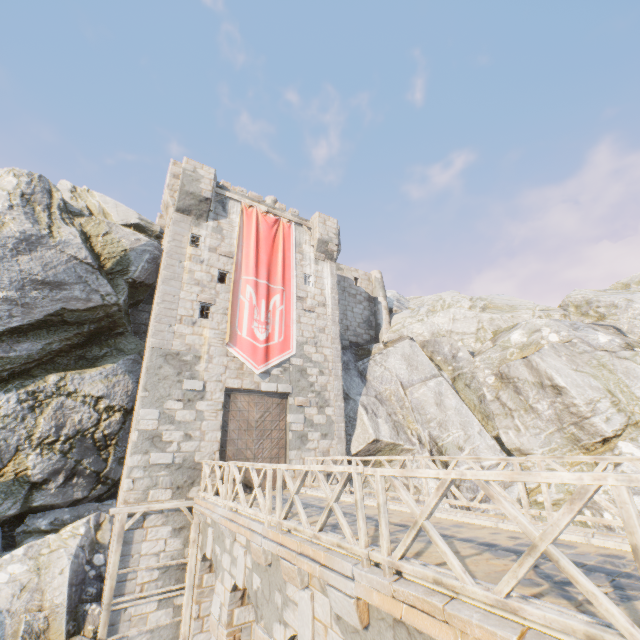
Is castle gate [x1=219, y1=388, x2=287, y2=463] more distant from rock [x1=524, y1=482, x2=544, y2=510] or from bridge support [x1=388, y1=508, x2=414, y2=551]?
bridge support [x1=388, y1=508, x2=414, y2=551]

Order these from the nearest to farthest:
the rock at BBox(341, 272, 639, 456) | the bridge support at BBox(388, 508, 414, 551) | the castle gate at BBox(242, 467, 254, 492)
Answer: the bridge support at BBox(388, 508, 414, 551), the castle gate at BBox(242, 467, 254, 492), the rock at BBox(341, 272, 639, 456)

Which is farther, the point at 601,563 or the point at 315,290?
the point at 315,290

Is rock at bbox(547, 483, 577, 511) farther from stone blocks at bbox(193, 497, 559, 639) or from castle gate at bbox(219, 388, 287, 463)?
castle gate at bbox(219, 388, 287, 463)

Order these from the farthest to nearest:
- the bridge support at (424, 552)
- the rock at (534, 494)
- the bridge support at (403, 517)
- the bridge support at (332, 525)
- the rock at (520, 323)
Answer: the rock at (520, 323) → the rock at (534, 494) → the bridge support at (332, 525) → the bridge support at (403, 517) → the bridge support at (424, 552)

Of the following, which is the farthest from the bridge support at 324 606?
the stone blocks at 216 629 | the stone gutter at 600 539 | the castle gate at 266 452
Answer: the castle gate at 266 452

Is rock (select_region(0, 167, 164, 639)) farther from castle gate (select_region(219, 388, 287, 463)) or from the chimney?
castle gate (select_region(219, 388, 287, 463))

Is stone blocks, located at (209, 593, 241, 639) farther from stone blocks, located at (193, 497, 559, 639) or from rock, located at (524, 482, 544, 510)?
rock, located at (524, 482, 544, 510)
